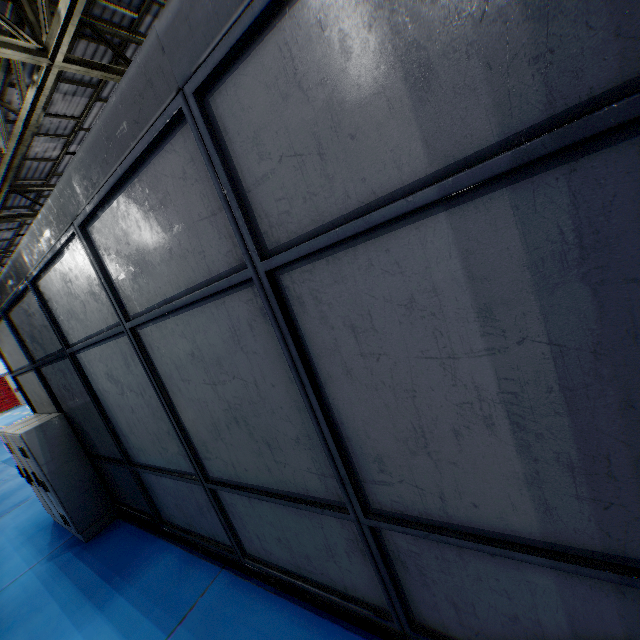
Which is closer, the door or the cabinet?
the cabinet

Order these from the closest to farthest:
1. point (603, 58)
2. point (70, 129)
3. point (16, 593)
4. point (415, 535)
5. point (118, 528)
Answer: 1. point (603, 58)
2. point (415, 535)
3. point (16, 593)
4. point (118, 528)
5. point (70, 129)

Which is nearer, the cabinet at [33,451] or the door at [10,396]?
the cabinet at [33,451]
